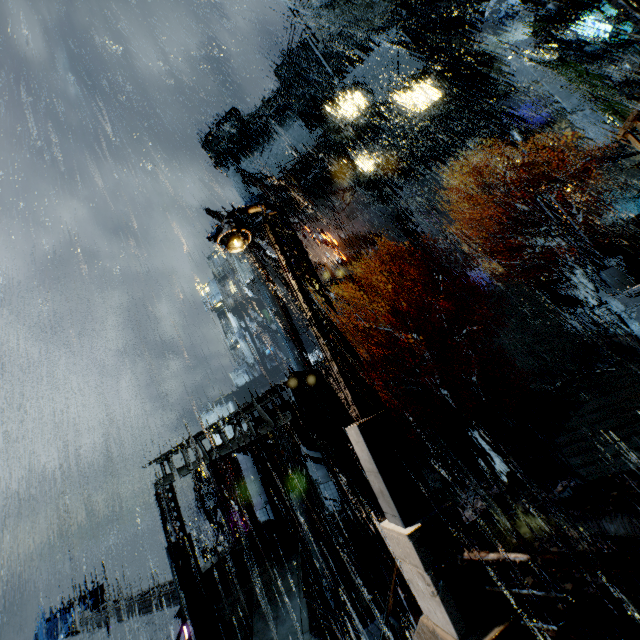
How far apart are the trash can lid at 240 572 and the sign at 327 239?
31.90m

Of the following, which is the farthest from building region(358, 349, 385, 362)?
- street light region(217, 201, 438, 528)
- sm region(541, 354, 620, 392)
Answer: sm region(541, 354, 620, 392)

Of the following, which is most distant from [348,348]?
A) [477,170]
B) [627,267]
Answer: [477,170]

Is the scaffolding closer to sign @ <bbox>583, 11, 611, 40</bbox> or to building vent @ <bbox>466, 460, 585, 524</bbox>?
sign @ <bbox>583, 11, 611, 40</bbox>

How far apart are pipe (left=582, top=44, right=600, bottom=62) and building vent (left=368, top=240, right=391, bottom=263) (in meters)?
21.42

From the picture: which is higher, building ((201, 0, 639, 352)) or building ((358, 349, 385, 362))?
building ((201, 0, 639, 352))

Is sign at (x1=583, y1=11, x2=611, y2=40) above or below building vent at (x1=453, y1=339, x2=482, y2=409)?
above

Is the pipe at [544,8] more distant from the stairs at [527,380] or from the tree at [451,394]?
the tree at [451,394]
